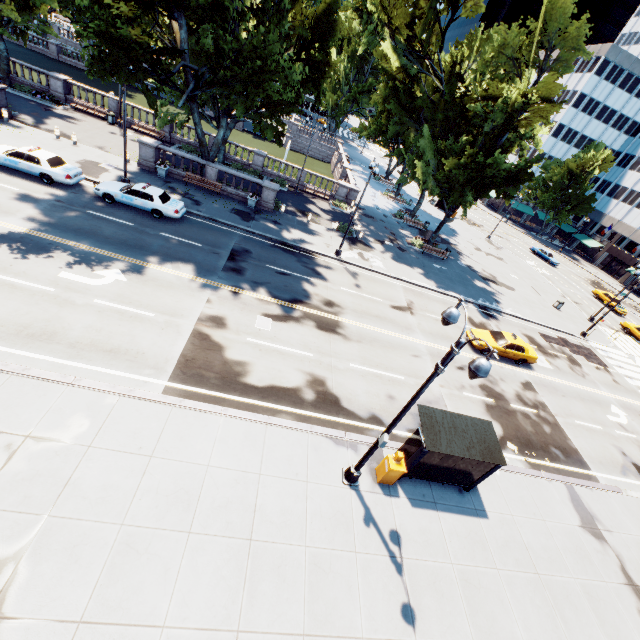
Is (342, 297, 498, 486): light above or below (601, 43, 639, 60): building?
below

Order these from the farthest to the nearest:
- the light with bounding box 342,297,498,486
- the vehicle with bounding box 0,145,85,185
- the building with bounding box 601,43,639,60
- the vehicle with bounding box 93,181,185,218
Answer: the building with bounding box 601,43,639,60 → the vehicle with bounding box 93,181,185,218 → the vehicle with bounding box 0,145,85,185 → the light with bounding box 342,297,498,486

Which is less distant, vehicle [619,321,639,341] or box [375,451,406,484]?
box [375,451,406,484]

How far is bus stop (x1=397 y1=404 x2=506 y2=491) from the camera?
11.3m

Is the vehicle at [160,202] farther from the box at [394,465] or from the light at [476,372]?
the box at [394,465]

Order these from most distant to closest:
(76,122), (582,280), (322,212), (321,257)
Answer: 1. (582,280)
2. (322,212)
3. (76,122)
4. (321,257)

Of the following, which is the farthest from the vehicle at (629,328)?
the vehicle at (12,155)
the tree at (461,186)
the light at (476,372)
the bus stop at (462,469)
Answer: the vehicle at (12,155)

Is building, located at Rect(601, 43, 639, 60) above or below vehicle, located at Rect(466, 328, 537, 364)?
above
